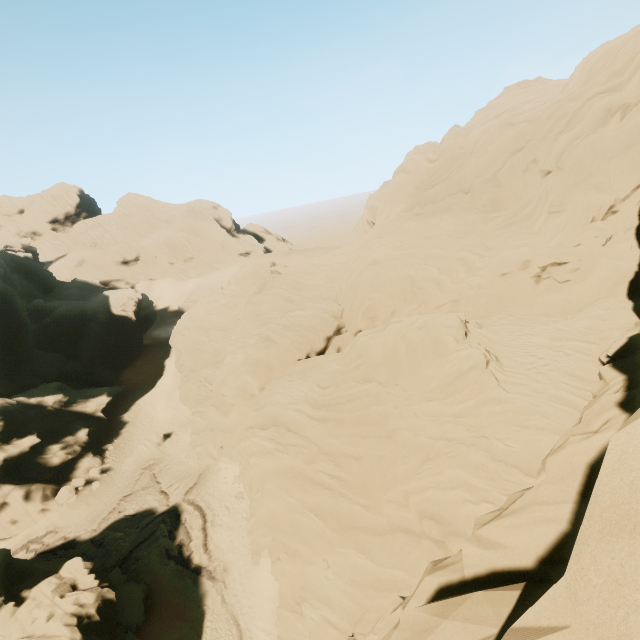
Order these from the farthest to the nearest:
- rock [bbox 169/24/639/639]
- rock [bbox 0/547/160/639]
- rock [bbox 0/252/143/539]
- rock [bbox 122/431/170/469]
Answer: rock [bbox 122/431/170/469] < rock [bbox 0/252/143/539] < rock [bbox 0/547/160/639] < rock [bbox 169/24/639/639]

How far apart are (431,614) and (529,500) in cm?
370

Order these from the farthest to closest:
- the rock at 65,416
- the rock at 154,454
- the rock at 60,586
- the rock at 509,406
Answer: the rock at 154,454
the rock at 65,416
the rock at 60,586
the rock at 509,406

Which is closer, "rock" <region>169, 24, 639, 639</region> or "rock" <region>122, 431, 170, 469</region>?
"rock" <region>169, 24, 639, 639</region>

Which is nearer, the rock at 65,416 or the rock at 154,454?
the rock at 65,416

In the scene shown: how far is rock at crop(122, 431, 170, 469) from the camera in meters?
34.7 m
